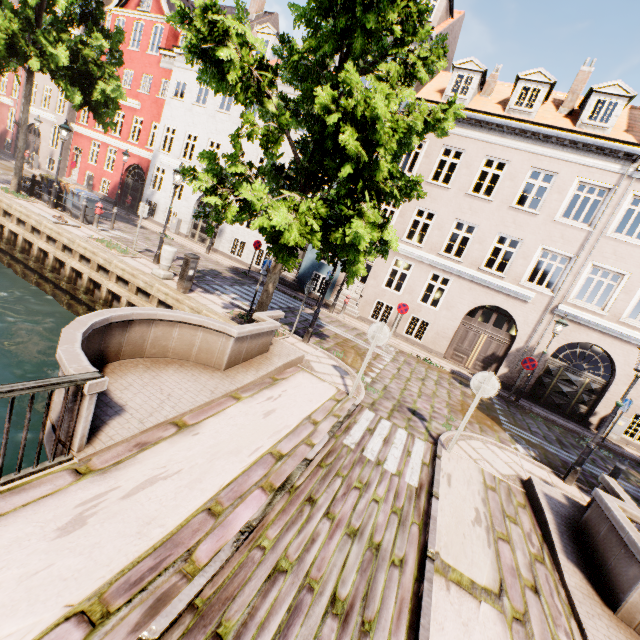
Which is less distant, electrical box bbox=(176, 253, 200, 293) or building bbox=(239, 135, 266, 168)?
electrical box bbox=(176, 253, 200, 293)

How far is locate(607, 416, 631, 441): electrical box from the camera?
13.3 meters

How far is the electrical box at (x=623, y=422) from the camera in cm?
1329

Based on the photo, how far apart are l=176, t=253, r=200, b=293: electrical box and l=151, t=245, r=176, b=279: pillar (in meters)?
1.03

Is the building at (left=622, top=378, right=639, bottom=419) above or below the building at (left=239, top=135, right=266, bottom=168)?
below

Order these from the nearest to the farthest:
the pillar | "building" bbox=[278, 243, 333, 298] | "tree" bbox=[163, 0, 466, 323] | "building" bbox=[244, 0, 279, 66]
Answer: "tree" bbox=[163, 0, 466, 323] → the pillar → "building" bbox=[278, 243, 333, 298] → "building" bbox=[244, 0, 279, 66]

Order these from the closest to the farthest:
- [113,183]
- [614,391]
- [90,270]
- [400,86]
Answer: [400,86] → [90,270] → [614,391] → [113,183]

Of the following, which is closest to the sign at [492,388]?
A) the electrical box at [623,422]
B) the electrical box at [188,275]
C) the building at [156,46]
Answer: the electrical box at [188,275]
